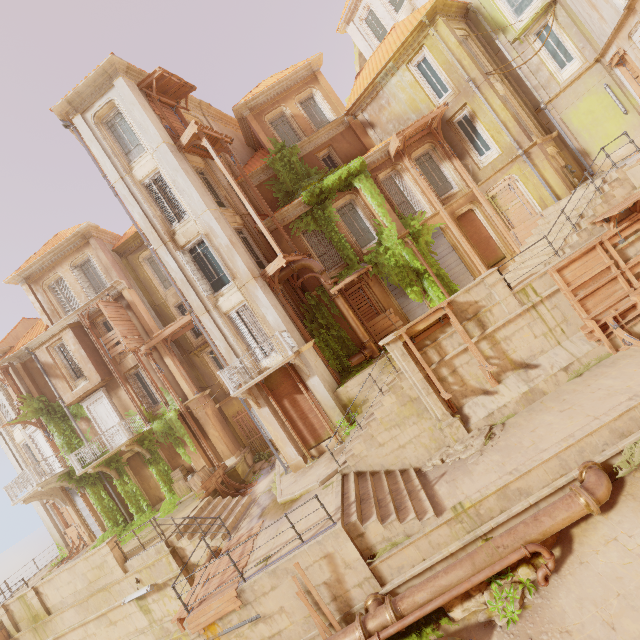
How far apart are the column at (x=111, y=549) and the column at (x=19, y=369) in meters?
10.6 m

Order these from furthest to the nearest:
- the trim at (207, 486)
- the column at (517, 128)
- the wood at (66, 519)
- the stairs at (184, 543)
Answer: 1. the wood at (66, 519)
2. the trim at (207, 486)
3. the column at (517, 128)
4. the stairs at (184, 543)

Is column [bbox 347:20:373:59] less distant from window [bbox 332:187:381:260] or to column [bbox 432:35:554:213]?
column [bbox 432:35:554:213]

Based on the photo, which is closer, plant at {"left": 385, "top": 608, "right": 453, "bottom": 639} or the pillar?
plant at {"left": 385, "top": 608, "right": 453, "bottom": 639}

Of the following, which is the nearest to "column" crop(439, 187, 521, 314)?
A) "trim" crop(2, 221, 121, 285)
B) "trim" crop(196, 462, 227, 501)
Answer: "trim" crop(196, 462, 227, 501)

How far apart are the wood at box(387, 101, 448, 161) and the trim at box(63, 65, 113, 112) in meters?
13.6 m

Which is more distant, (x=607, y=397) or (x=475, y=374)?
(x=475, y=374)

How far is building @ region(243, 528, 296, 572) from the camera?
9.7m
